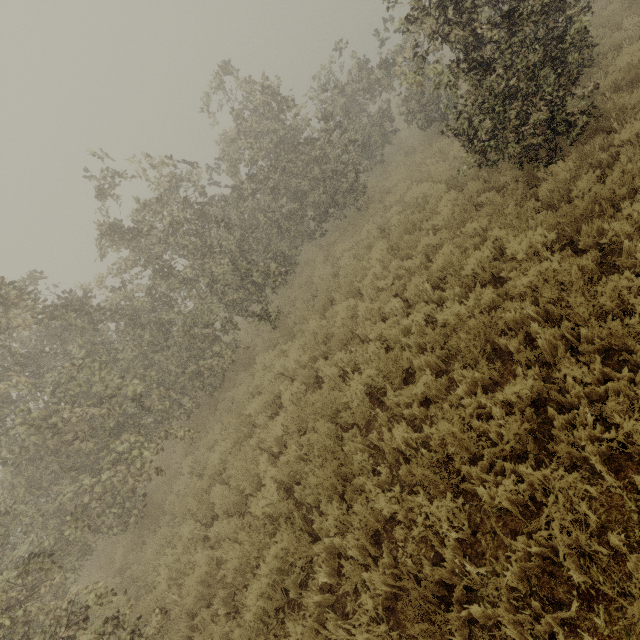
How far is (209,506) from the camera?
7.2m
